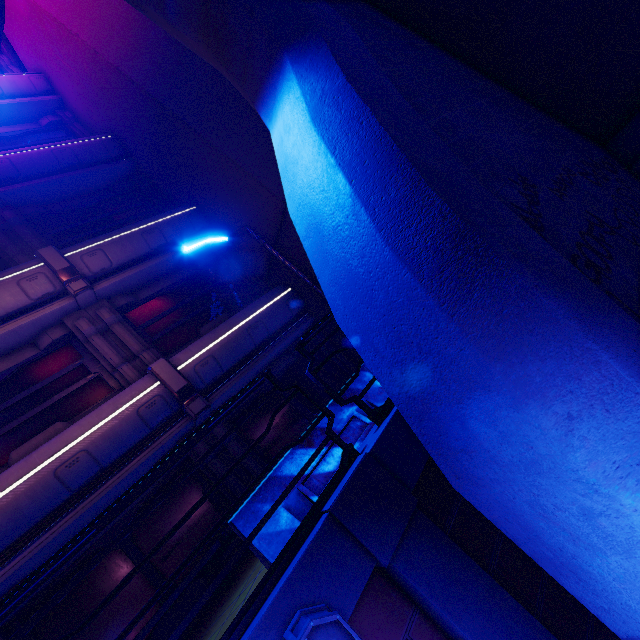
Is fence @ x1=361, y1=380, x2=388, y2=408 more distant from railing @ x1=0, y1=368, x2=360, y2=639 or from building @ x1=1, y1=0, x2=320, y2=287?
building @ x1=1, y1=0, x2=320, y2=287

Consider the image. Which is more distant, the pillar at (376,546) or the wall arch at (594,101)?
the wall arch at (594,101)

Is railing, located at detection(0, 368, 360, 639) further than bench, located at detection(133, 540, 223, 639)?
No

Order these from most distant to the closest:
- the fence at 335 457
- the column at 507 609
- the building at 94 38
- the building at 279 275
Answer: the building at 279 275 < the building at 94 38 < the fence at 335 457 < the column at 507 609

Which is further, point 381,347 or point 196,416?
point 196,416

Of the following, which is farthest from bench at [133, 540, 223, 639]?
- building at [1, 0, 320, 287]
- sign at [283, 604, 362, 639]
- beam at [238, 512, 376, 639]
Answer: building at [1, 0, 320, 287]

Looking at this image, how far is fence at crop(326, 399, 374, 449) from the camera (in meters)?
3.87

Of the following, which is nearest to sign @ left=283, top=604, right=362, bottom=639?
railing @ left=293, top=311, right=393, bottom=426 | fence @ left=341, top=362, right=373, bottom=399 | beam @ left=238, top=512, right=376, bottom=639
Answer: beam @ left=238, top=512, right=376, bottom=639
